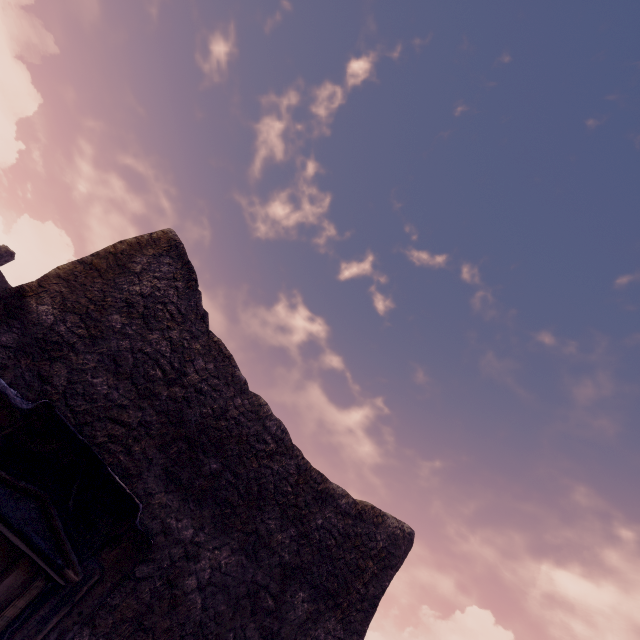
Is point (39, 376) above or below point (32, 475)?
above
